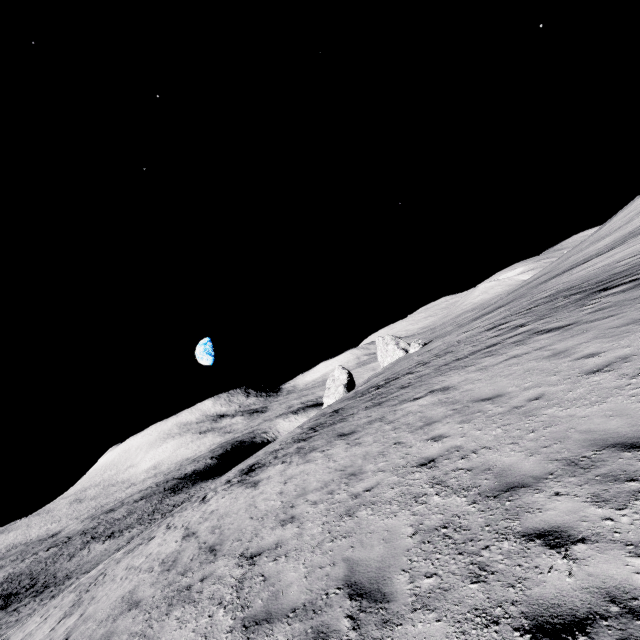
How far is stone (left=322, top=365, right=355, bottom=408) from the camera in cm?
5450

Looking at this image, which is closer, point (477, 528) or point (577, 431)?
point (477, 528)

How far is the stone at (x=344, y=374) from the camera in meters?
54.5 m
